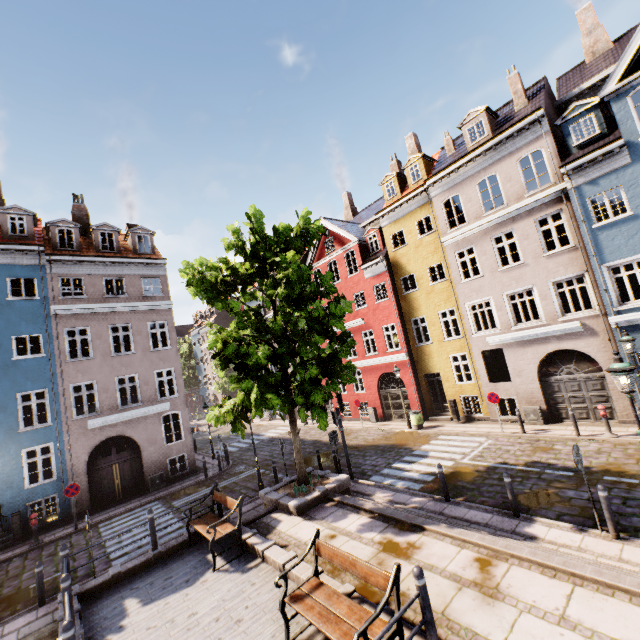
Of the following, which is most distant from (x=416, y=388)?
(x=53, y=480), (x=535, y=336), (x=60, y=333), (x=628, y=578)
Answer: (x=60, y=333)

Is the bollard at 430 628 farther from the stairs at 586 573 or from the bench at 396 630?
the stairs at 586 573

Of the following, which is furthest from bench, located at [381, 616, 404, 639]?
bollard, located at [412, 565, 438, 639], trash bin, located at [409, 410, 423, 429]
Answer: trash bin, located at [409, 410, 423, 429]

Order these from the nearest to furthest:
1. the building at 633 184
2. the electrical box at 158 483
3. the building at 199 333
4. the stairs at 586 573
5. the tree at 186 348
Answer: the stairs at 586 573, the building at 633 184, the electrical box at 158 483, the building at 199 333, the tree at 186 348

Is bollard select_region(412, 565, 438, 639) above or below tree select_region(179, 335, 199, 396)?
below

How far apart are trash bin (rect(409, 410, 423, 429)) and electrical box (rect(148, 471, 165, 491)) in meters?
14.3

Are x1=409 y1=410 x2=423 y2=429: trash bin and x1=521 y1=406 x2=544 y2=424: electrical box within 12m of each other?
yes

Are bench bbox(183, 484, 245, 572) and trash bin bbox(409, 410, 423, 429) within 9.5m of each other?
no
